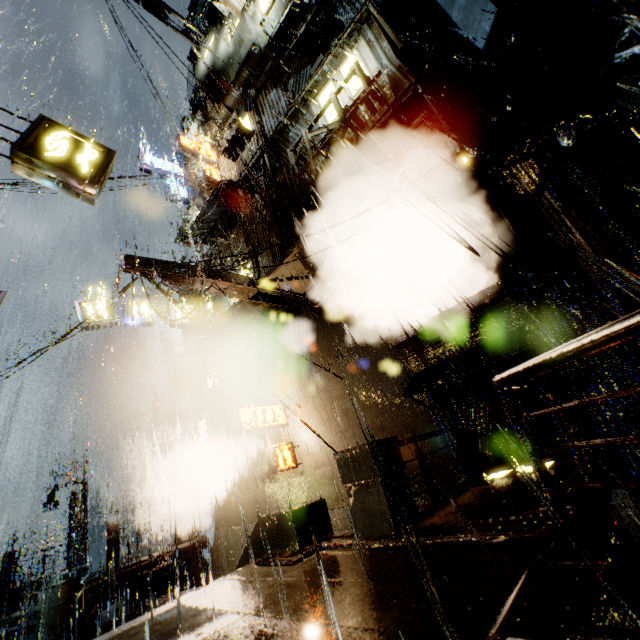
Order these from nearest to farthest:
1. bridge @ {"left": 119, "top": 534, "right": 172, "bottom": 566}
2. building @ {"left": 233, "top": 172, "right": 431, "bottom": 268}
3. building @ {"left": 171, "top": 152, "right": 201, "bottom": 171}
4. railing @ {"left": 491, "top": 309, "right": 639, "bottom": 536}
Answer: railing @ {"left": 491, "top": 309, "right": 639, "bottom": 536}
building @ {"left": 233, "top": 172, "right": 431, "bottom": 268}
bridge @ {"left": 119, "top": 534, "right": 172, "bottom": 566}
building @ {"left": 171, "top": 152, "right": 201, "bottom": 171}

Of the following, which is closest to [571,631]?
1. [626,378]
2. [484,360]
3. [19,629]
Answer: [484,360]

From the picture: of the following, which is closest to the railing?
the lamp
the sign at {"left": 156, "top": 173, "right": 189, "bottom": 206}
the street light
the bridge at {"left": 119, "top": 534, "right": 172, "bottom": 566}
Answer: the lamp

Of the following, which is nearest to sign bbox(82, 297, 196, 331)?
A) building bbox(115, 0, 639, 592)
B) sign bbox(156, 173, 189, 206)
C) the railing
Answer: building bbox(115, 0, 639, 592)

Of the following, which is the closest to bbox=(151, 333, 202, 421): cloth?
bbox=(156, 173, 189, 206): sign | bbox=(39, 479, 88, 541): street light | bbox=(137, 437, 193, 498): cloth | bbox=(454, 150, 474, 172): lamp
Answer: bbox=(137, 437, 193, 498): cloth

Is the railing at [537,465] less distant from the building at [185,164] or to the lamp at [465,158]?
the building at [185,164]

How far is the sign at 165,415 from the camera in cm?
1496

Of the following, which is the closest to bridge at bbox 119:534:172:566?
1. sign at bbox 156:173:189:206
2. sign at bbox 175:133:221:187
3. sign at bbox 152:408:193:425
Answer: sign at bbox 152:408:193:425
